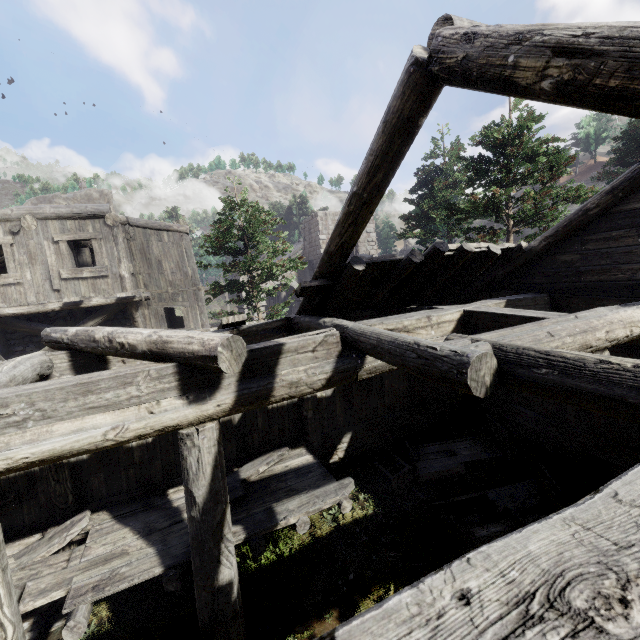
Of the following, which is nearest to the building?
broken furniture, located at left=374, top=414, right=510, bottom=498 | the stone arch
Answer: broken furniture, located at left=374, top=414, right=510, bottom=498

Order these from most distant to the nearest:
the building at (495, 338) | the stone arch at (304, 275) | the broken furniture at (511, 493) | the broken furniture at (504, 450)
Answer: the stone arch at (304, 275), the broken furniture at (504, 450), the broken furniture at (511, 493), the building at (495, 338)

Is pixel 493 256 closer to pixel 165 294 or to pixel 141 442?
pixel 141 442

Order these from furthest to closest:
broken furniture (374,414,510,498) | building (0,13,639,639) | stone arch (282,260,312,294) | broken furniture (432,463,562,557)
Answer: stone arch (282,260,312,294), broken furniture (374,414,510,498), broken furniture (432,463,562,557), building (0,13,639,639)

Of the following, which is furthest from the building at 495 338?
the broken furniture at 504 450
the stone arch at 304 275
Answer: the stone arch at 304 275

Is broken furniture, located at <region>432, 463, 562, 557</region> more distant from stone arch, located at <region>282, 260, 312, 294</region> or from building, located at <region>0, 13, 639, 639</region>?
stone arch, located at <region>282, 260, 312, 294</region>

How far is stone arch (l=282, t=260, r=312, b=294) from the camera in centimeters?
3097cm
